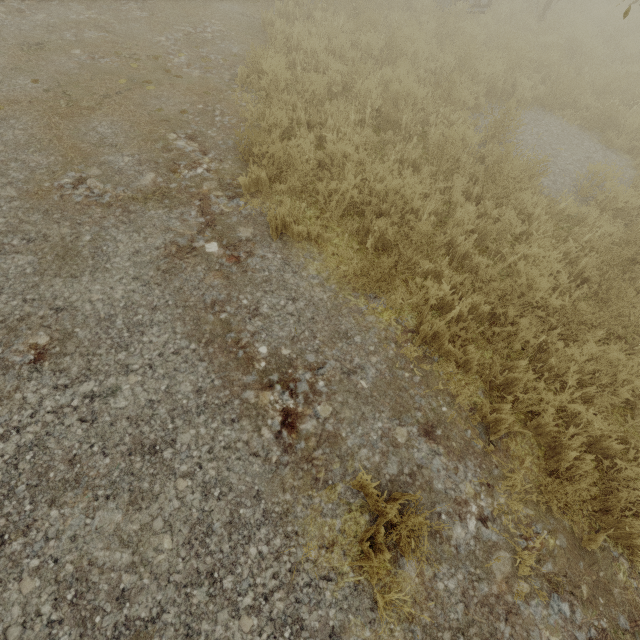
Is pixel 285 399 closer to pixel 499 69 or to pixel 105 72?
pixel 105 72
